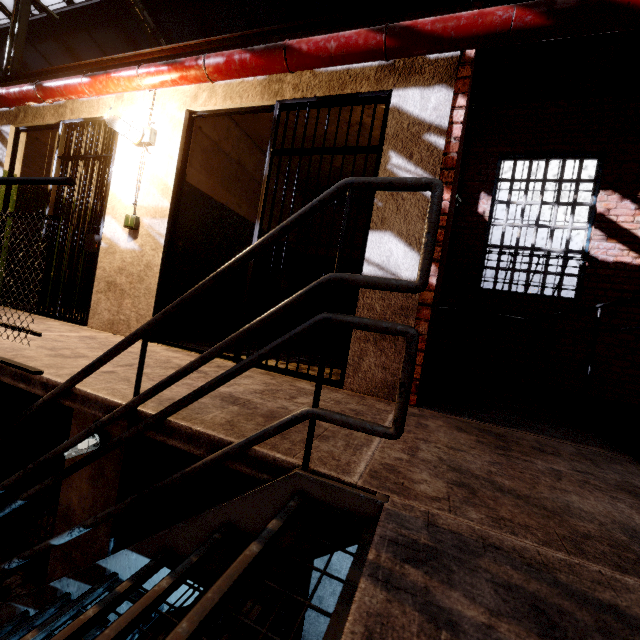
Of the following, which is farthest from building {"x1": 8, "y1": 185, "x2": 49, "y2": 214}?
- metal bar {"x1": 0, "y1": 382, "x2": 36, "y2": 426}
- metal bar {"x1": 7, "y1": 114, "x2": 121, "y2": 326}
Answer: metal bar {"x1": 0, "y1": 382, "x2": 36, "y2": 426}

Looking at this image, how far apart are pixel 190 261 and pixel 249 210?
1.4 meters

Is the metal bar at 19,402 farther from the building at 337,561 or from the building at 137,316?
the building at 137,316

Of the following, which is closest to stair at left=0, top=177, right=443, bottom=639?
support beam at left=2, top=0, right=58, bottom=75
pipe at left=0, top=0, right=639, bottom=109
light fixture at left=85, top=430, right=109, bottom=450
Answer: light fixture at left=85, top=430, right=109, bottom=450

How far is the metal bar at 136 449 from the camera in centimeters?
307cm

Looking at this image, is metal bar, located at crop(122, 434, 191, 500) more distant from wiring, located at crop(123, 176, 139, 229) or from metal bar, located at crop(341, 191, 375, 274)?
wiring, located at crop(123, 176, 139, 229)

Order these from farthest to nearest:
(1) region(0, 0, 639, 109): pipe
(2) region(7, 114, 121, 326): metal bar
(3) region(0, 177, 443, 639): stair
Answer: (2) region(7, 114, 121, 326): metal bar, (1) region(0, 0, 639, 109): pipe, (3) region(0, 177, 443, 639): stair

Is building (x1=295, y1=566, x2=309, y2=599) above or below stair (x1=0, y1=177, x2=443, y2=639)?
below
